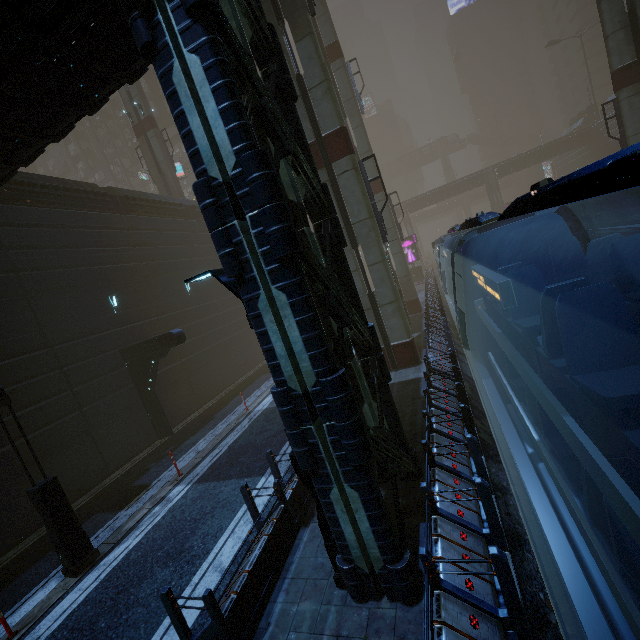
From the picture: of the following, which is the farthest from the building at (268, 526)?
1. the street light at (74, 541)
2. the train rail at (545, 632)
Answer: the street light at (74, 541)

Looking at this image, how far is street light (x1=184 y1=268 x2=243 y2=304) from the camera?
4.80m

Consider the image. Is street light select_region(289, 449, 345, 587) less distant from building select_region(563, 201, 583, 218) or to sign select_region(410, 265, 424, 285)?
building select_region(563, 201, 583, 218)

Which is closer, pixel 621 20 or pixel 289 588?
pixel 289 588

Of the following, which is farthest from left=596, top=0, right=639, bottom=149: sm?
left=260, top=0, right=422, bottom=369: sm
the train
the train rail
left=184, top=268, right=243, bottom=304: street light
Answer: left=184, top=268, right=243, bottom=304: street light

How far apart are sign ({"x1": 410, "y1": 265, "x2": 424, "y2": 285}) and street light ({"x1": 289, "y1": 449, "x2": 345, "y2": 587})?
36.62m

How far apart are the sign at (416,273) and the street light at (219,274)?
36.62m

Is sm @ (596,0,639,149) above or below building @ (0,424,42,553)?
above
